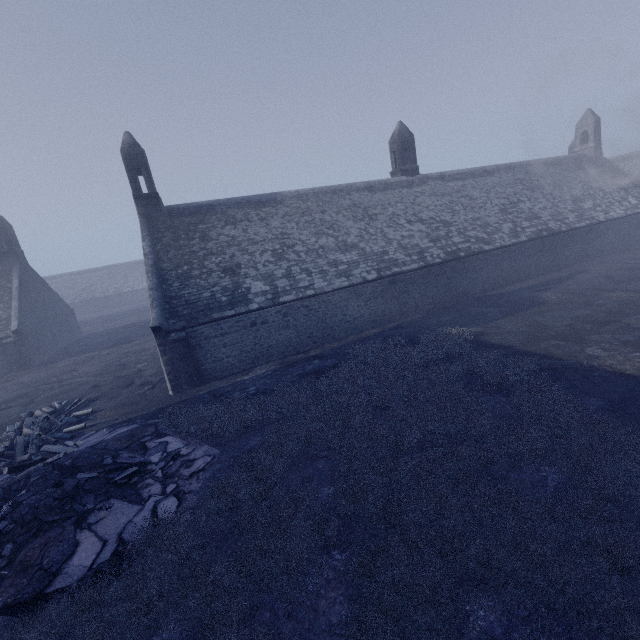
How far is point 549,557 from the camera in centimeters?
455cm

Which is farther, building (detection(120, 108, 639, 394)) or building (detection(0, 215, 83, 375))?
building (detection(0, 215, 83, 375))

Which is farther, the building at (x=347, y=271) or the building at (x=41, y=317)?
the building at (x=41, y=317)
